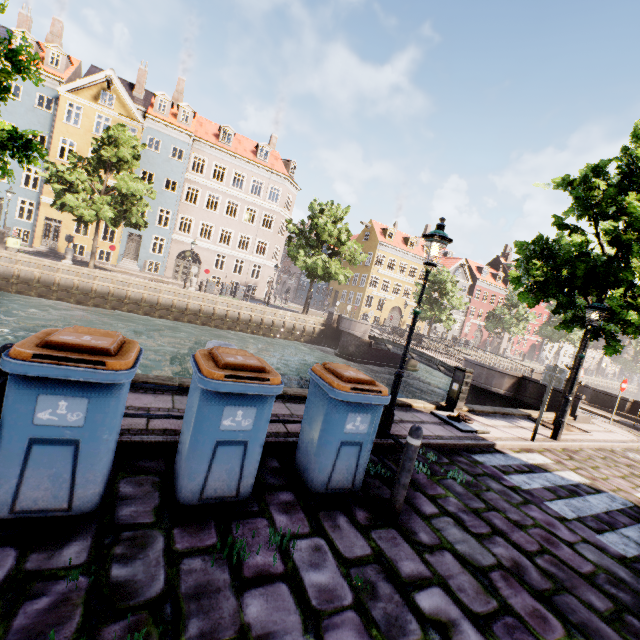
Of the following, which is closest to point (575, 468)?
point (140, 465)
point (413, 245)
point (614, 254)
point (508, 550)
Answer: point (508, 550)

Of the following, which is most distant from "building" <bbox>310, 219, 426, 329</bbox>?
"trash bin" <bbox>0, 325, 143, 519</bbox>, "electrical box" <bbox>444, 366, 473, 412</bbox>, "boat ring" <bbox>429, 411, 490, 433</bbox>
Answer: "electrical box" <bbox>444, 366, 473, 412</bbox>

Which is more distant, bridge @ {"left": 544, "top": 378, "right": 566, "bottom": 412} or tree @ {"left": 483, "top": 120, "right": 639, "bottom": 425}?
bridge @ {"left": 544, "top": 378, "right": 566, "bottom": 412}

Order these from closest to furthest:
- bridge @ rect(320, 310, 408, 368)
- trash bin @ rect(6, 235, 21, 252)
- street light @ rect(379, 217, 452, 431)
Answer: street light @ rect(379, 217, 452, 431) < trash bin @ rect(6, 235, 21, 252) < bridge @ rect(320, 310, 408, 368)

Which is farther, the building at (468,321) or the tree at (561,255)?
the building at (468,321)

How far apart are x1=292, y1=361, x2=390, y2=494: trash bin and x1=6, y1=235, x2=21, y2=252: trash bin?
25.62m

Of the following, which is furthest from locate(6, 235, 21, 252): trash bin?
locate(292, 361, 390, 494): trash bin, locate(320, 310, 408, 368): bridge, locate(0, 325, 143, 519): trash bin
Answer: locate(292, 361, 390, 494): trash bin

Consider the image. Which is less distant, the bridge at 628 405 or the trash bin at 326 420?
the trash bin at 326 420
